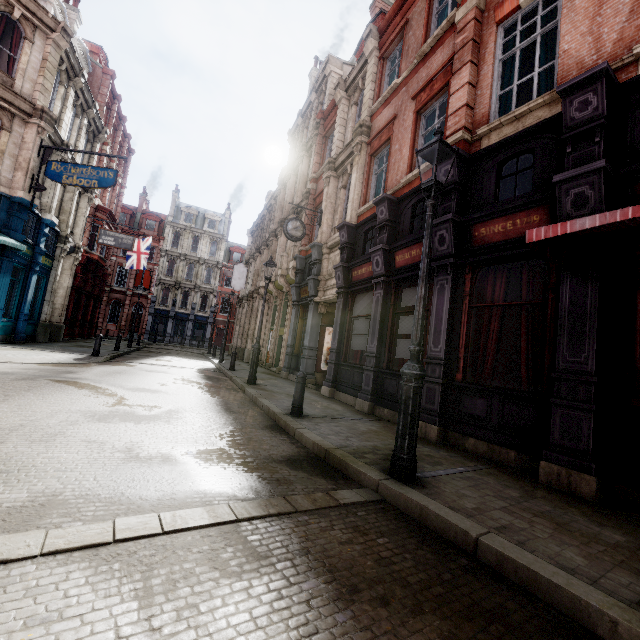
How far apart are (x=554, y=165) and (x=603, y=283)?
2.40m

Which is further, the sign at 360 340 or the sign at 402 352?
the sign at 360 340

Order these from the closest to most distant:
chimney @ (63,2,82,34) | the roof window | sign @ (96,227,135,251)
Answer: the roof window → chimney @ (63,2,82,34) → sign @ (96,227,135,251)

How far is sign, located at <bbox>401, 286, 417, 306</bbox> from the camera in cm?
829

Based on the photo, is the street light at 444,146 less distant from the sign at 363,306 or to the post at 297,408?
the post at 297,408

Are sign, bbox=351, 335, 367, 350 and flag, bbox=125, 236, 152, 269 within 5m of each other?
no

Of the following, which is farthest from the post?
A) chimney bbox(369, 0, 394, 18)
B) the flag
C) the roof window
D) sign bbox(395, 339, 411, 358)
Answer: the flag

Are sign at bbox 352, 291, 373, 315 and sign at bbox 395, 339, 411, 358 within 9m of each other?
yes
